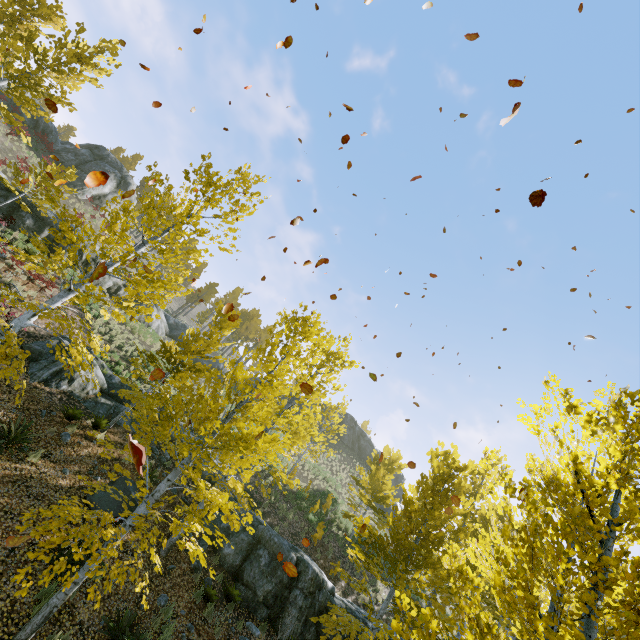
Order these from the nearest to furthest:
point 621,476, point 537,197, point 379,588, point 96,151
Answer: point 537,197 → point 621,476 → point 379,588 → point 96,151

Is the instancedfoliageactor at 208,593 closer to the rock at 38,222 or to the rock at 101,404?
the rock at 101,404

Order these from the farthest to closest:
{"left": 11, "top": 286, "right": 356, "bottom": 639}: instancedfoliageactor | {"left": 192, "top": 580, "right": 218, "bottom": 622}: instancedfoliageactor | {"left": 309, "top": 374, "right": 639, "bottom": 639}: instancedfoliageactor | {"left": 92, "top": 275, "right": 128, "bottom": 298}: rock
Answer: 1. {"left": 92, "top": 275, "right": 128, "bottom": 298}: rock
2. {"left": 192, "top": 580, "right": 218, "bottom": 622}: instancedfoliageactor
3. {"left": 11, "top": 286, "right": 356, "bottom": 639}: instancedfoliageactor
4. {"left": 309, "top": 374, "right": 639, "bottom": 639}: instancedfoliageactor

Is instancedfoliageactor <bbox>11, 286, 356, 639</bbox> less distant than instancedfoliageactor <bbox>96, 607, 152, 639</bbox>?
Yes

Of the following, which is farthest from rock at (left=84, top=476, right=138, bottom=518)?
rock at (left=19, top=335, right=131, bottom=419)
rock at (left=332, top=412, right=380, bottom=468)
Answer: rock at (left=332, top=412, right=380, bottom=468)

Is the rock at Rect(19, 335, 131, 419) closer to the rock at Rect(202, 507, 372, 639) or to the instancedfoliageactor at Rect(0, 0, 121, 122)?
the instancedfoliageactor at Rect(0, 0, 121, 122)

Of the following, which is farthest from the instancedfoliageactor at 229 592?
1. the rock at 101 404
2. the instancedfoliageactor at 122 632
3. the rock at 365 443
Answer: the rock at 365 443

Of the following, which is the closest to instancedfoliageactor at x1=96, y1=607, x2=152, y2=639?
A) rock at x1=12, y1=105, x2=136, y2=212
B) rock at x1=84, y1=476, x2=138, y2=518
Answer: rock at x1=84, y1=476, x2=138, y2=518
